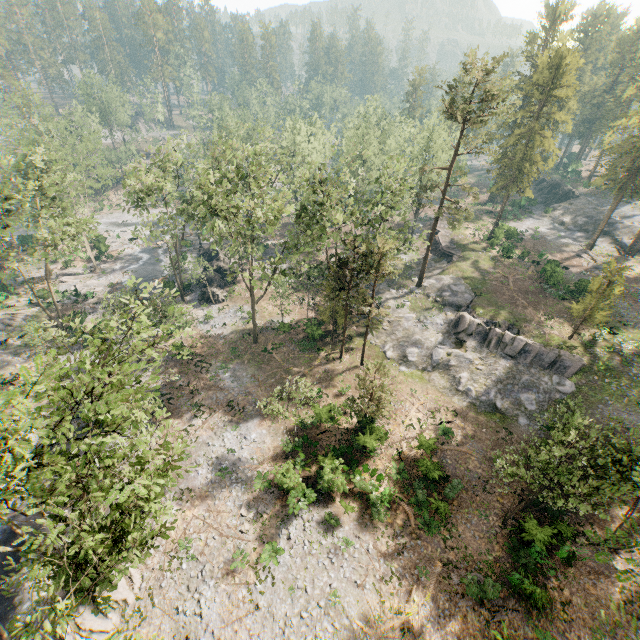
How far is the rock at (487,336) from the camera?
29.95m

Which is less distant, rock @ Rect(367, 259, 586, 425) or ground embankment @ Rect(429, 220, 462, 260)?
rock @ Rect(367, 259, 586, 425)

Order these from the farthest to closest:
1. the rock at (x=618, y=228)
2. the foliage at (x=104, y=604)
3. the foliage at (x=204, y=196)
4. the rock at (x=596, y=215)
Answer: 1. the rock at (x=596, y=215)
2. the rock at (x=618, y=228)
3. the foliage at (x=204, y=196)
4. the foliage at (x=104, y=604)

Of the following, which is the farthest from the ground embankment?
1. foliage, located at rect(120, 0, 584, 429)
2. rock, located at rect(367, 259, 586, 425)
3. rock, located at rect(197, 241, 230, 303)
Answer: rock, located at rect(197, 241, 230, 303)

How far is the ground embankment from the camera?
48.7 meters

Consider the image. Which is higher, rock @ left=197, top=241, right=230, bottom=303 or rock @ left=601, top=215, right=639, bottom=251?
rock @ left=601, top=215, right=639, bottom=251

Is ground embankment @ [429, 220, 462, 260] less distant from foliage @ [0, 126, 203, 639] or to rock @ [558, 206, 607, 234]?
foliage @ [0, 126, 203, 639]

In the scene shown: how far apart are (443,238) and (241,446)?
44.3 meters
